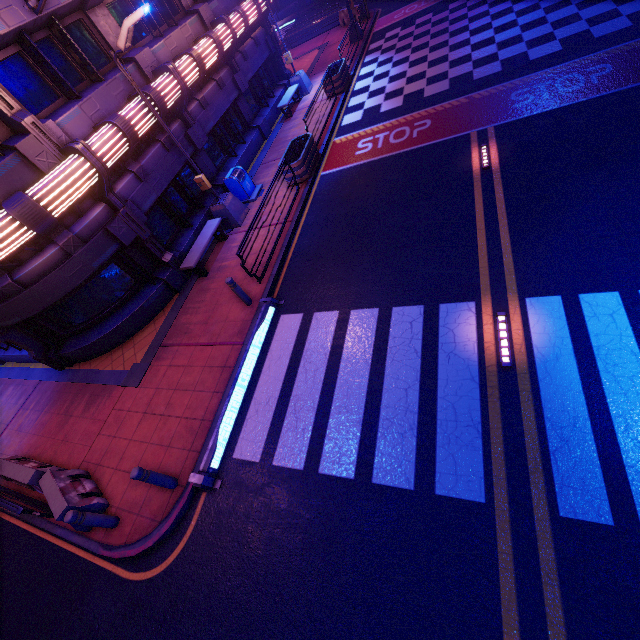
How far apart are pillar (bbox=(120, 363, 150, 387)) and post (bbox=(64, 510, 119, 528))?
3.37m

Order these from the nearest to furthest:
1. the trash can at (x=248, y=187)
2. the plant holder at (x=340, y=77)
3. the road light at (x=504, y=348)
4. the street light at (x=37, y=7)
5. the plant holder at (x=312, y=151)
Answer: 1. the road light at (x=504, y=348)
2. the street light at (x=37, y=7)
3. the plant holder at (x=312, y=151)
4. the trash can at (x=248, y=187)
5. the plant holder at (x=340, y=77)

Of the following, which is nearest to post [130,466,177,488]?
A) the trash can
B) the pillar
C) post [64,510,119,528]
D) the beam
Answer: post [64,510,119,528]

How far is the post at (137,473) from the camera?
6.10m

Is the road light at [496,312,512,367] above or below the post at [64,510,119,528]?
below

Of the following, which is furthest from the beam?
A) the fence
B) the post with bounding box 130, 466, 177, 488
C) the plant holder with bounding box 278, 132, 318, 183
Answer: the plant holder with bounding box 278, 132, 318, 183

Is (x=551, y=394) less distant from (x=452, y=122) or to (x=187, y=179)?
(x=452, y=122)

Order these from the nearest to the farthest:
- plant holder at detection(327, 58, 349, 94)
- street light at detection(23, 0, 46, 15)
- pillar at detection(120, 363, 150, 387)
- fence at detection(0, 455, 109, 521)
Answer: fence at detection(0, 455, 109, 521) → street light at detection(23, 0, 46, 15) → pillar at detection(120, 363, 150, 387) → plant holder at detection(327, 58, 349, 94)
